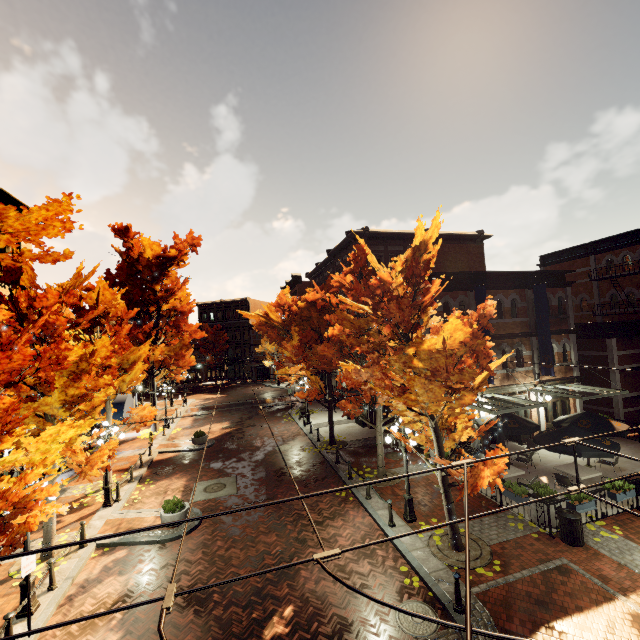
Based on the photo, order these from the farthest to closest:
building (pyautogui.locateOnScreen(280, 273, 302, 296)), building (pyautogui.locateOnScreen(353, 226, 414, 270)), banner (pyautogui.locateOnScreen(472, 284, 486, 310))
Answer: building (pyautogui.locateOnScreen(280, 273, 302, 296)) < building (pyautogui.locateOnScreen(353, 226, 414, 270)) < banner (pyautogui.locateOnScreen(472, 284, 486, 310))

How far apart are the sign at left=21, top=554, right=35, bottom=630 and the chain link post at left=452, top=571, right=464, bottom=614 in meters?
10.4 m

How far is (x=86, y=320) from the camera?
11.0m

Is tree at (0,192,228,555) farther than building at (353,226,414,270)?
No

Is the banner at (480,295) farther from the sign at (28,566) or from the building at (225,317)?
the sign at (28,566)

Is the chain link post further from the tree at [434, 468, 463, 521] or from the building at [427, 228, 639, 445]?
the building at [427, 228, 639, 445]

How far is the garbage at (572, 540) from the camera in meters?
9.7 m

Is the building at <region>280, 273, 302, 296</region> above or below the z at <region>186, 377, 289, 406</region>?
above
